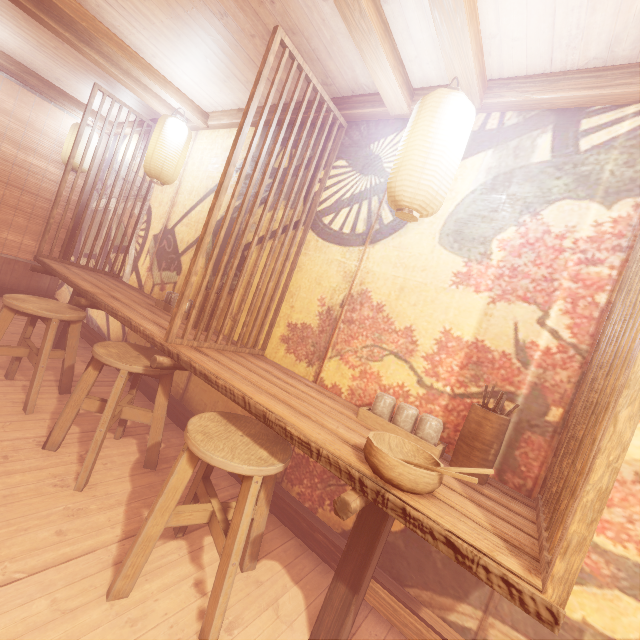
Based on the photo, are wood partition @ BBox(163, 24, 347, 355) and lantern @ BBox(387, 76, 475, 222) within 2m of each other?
yes

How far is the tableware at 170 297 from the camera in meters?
5.3

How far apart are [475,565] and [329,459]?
0.9m

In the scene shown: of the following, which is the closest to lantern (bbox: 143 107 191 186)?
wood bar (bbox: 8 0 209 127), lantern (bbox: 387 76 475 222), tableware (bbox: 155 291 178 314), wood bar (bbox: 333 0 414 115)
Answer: wood bar (bbox: 8 0 209 127)

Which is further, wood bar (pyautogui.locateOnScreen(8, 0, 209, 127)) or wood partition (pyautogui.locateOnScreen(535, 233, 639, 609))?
wood bar (pyautogui.locateOnScreen(8, 0, 209, 127))

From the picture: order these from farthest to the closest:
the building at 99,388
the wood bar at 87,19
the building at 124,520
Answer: the building at 99,388 < the wood bar at 87,19 < the building at 124,520

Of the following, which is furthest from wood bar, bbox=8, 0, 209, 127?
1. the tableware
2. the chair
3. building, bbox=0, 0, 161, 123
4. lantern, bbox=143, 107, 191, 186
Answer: the chair

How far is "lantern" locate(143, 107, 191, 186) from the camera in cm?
558
